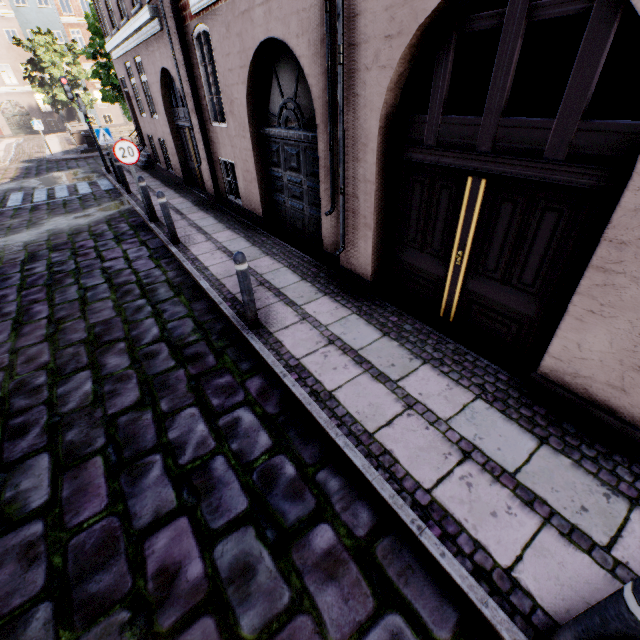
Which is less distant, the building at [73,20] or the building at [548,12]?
the building at [548,12]

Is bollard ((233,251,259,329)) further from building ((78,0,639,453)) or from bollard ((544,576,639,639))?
bollard ((544,576,639,639))

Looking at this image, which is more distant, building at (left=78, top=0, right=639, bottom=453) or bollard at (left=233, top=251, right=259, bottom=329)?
bollard at (left=233, top=251, right=259, bottom=329)

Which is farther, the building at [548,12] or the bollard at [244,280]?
the bollard at [244,280]

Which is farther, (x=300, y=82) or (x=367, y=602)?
(x=300, y=82)

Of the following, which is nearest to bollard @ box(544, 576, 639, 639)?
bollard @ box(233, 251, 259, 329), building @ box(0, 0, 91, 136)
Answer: building @ box(0, 0, 91, 136)
